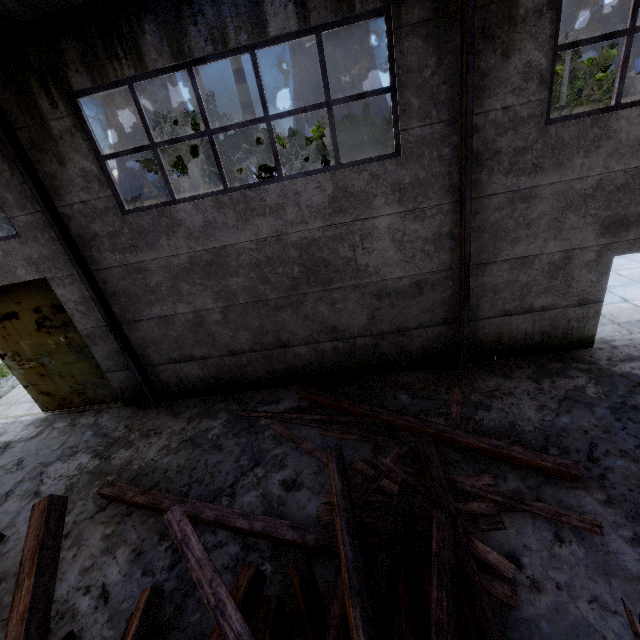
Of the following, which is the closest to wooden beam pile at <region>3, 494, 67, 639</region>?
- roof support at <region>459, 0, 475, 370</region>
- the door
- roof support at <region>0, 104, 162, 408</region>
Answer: roof support at <region>459, 0, 475, 370</region>

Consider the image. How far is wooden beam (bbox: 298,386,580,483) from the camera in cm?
499

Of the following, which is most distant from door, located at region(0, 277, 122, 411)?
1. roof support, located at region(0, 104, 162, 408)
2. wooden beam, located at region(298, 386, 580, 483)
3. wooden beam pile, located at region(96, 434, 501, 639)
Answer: wooden beam, located at region(298, 386, 580, 483)

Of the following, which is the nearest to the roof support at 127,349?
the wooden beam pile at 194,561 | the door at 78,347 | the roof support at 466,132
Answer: the door at 78,347

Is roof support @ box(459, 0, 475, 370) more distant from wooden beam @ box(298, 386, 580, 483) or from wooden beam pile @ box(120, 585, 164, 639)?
wooden beam @ box(298, 386, 580, 483)

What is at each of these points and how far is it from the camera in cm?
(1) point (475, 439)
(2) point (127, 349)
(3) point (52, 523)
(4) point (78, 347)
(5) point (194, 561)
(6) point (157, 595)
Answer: (1) wooden beam, 564
(2) roof support, 785
(3) wooden beam pile, 347
(4) door, 837
(5) wooden beam pile, 367
(6) wooden beam pile, 429

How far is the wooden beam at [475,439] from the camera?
4.99m

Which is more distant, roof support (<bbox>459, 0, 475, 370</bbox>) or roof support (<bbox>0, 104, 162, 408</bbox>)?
roof support (<bbox>0, 104, 162, 408</bbox>)
